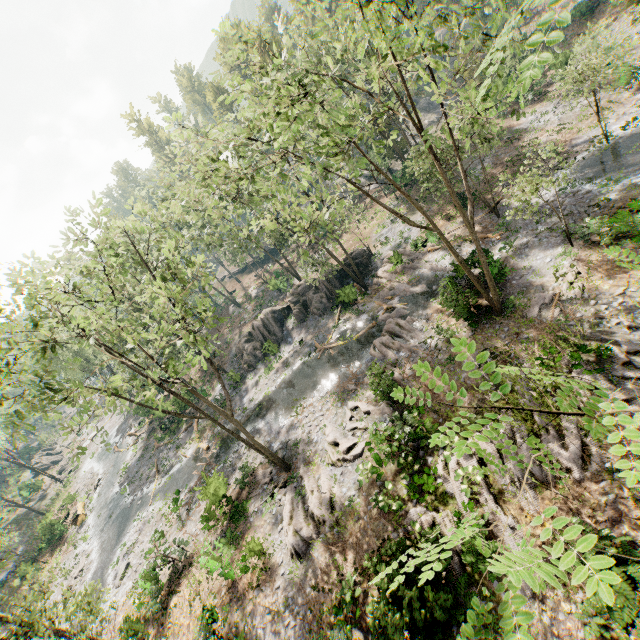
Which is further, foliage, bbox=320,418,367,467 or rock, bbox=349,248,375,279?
rock, bbox=349,248,375,279

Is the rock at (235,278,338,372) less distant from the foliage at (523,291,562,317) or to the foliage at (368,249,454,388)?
the foliage at (368,249,454,388)

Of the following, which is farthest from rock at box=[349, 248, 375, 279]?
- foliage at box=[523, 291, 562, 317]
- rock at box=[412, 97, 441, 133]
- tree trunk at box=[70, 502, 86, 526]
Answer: tree trunk at box=[70, 502, 86, 526]

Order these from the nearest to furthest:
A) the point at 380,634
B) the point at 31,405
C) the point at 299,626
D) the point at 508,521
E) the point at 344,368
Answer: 1. the point at 380,634
2. the point at 508,521
3. the point at 299,626
4. the point at 31,405
5. the point at 344,368

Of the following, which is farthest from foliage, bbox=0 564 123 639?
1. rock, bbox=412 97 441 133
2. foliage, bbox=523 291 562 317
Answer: foliage, bbox=523 291 562 317

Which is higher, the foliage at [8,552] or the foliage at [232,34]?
the foliage at [232,34]

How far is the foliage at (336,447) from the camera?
18.7 meters

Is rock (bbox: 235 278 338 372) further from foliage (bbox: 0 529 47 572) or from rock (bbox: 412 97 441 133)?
rock (bbox: 412 97 441 133)
